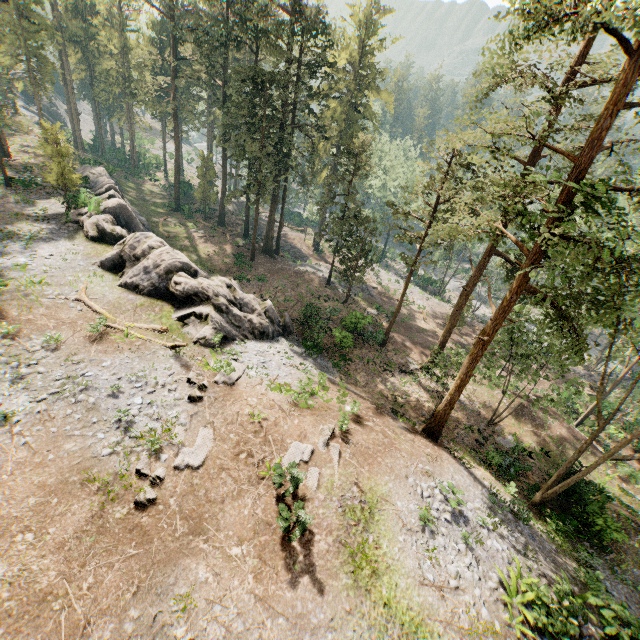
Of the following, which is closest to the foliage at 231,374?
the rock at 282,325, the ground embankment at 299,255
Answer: the ground embankment at 299,255

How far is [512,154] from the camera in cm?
1295

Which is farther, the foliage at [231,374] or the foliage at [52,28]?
the foliage at [231,374]

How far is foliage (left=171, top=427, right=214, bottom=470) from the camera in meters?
12.6

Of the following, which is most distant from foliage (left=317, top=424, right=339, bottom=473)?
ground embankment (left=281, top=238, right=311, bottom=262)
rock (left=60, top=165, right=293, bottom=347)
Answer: rock (left=60, top=165, right=293, bottom=347)

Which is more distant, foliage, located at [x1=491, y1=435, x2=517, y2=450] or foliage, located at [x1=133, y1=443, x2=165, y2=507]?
foliage, located at [x1=491, y1=435, x2=517, y2=450]

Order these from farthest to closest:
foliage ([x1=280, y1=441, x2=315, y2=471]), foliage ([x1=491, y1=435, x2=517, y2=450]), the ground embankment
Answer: the ground embankment, foliage ([x1=491, y1=435, x2=517, y2=450]), foliage ([x1=280, y1=441, x2=315, y2=471])
